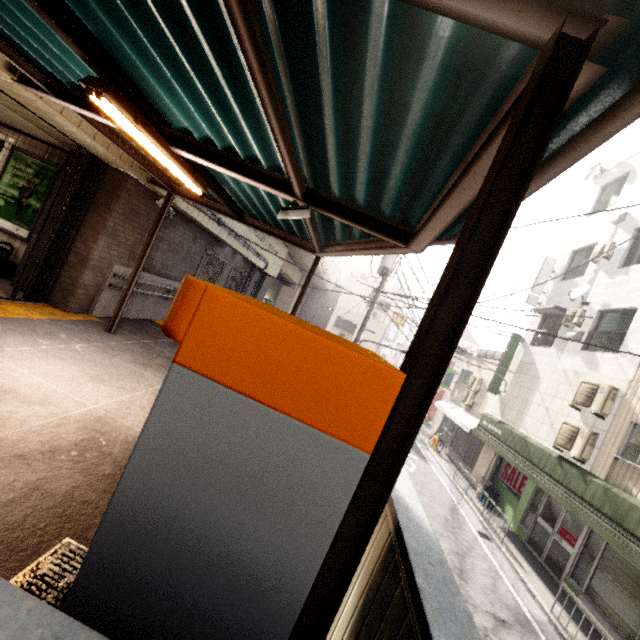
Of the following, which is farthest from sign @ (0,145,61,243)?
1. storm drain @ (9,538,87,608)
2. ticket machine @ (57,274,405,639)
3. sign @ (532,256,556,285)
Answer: sign @ (532,256,556,285)

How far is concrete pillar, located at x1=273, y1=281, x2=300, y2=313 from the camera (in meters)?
26.91

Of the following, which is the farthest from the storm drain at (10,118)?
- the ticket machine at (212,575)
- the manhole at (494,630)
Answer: the manhole at (494,630)

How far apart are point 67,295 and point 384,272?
9.4 meters

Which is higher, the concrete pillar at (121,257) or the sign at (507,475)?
the concrete pillar at (121,257)

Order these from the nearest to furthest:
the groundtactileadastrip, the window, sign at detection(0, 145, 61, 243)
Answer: the window, the groundtactileadastrip, sign at detection(0, 145, 61, 243)

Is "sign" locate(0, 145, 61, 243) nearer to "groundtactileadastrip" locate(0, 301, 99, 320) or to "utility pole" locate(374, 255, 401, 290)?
"groundtactileadastrip" locate(0, 301, 99, 320)

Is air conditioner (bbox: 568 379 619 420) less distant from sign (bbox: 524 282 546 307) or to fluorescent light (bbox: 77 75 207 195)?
sign (bbox: 524 282 546 307)
